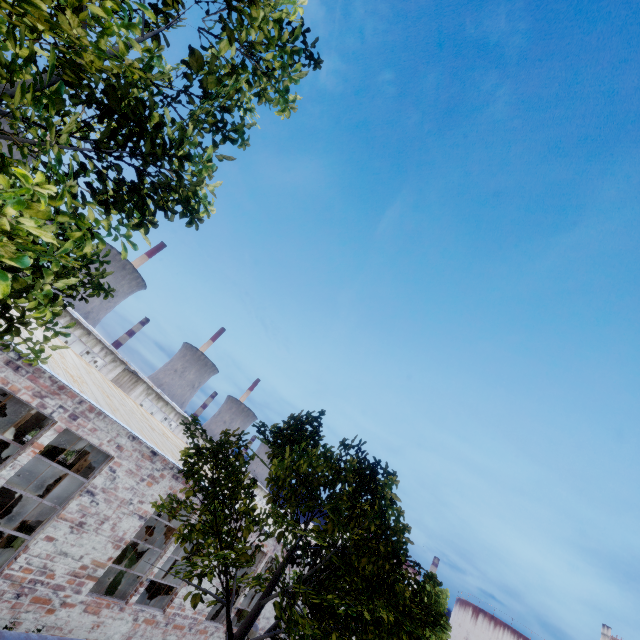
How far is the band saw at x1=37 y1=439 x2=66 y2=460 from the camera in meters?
17.1

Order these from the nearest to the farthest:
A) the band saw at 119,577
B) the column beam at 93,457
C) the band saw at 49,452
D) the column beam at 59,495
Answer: the band saw at 119,577 < the column beam at 59,495 < the column beam at 93,457 < the band saw at 49,452

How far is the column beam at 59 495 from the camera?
10.84m

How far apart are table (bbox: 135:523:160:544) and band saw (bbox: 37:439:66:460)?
6.1 meters

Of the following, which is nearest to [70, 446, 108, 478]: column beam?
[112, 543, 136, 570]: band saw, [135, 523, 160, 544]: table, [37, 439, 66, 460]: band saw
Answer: [112, 543, 136, 570]: band saw

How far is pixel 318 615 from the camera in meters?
8.1

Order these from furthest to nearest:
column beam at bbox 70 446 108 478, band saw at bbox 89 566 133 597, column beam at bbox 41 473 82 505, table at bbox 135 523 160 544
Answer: table at bbox 135 523 160 544 < column beam at bbox 70 446 108 478 < column beam at bbox 41 473 82 505 < band saw at bbox 89 566 133 597

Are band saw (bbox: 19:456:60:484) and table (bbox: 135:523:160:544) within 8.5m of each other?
yes
